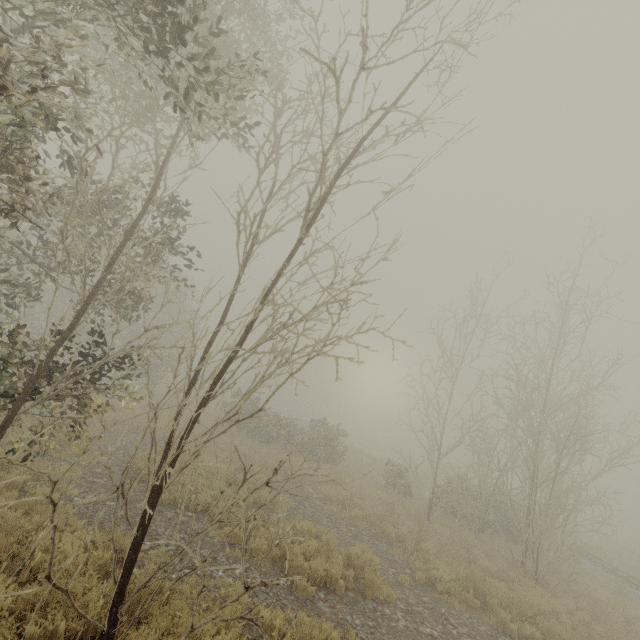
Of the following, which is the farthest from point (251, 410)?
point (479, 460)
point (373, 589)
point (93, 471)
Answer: point (373, 589)
